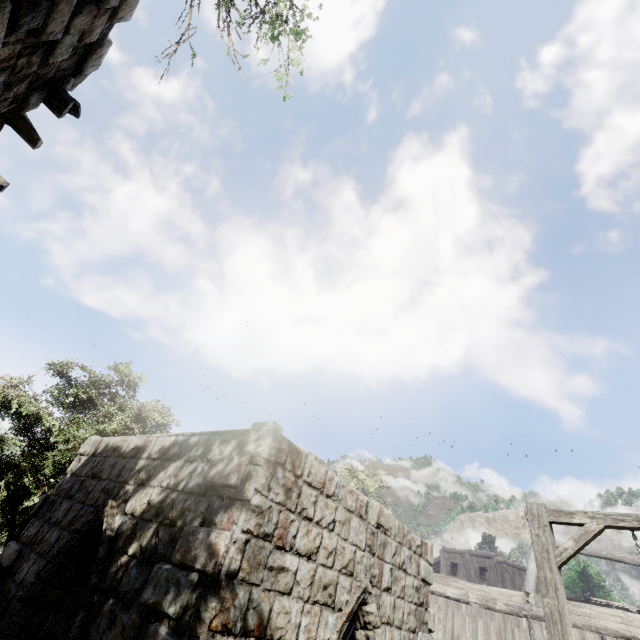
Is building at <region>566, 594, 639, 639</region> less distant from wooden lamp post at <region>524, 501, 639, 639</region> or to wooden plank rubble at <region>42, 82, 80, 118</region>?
wooden plank rubble at <region>42, 82, 80, 118</region>

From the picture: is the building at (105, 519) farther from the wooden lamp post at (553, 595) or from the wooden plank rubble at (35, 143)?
the wooden lamp post at (553, 595)

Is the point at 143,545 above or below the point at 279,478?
below

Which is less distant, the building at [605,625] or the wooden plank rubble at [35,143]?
the wooden plank rubble at [35,143]
